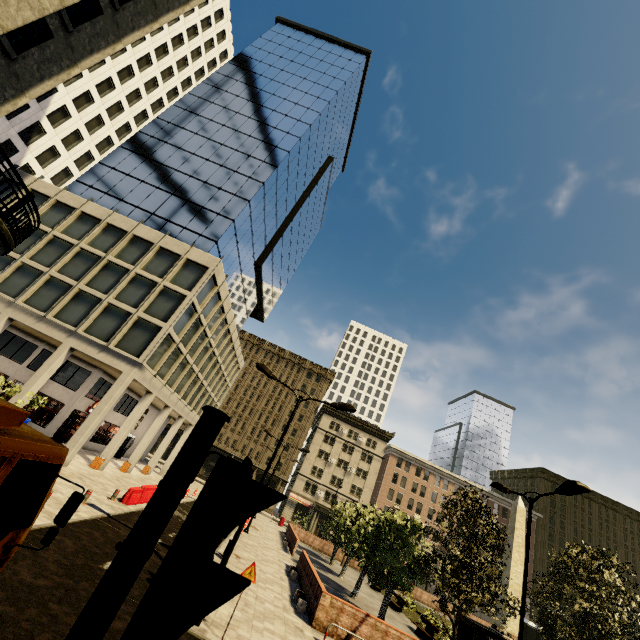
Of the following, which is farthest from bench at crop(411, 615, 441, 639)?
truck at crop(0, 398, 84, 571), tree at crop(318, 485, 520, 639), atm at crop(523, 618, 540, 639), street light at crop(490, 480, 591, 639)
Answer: atm at crop(523, 618, 540, 639)

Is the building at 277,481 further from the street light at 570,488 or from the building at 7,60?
the street light at 570,488

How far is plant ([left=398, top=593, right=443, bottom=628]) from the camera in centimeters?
2357cm

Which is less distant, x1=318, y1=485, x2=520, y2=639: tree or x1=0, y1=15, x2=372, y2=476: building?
x1=318, y1=485, x2=520, y2=639: tree

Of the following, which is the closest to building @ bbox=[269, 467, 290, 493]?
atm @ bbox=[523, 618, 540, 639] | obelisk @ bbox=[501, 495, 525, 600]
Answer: atm @ bbox=[523, 618, 540, 639]

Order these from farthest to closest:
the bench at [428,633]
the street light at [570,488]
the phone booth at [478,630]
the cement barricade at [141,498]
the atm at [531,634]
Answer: the atm at [531,634]
the bench at [428,633]
the cement barricade at [141,498]
the phone booth at [478,630]
the street light at [570,488]

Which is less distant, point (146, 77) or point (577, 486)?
point (577, 486)

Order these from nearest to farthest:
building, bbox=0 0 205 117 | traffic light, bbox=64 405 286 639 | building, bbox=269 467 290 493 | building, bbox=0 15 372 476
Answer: traffic light, bbox=64 405 286 639, building, bbox=0 0 205 117, building, bbox=0 15 372 476, building, bbox=269 467 290 493
